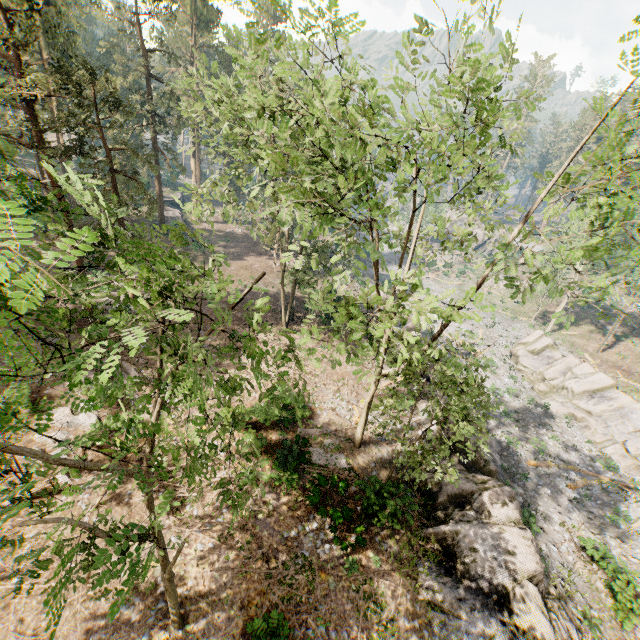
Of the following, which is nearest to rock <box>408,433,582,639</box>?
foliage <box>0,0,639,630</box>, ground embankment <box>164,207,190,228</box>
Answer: foliage <box>0,0,639,630</box>

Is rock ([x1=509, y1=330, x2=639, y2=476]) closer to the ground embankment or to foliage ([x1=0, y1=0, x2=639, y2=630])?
foliage ([x1=0, y1=0, x2=639, y2=630])

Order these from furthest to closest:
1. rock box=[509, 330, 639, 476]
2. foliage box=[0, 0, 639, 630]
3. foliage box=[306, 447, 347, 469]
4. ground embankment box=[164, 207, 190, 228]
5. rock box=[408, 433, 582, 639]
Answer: ground embankment box=[164, 207, 190, 228], rock box=[509, 330, 639, 476], foliage box=[306, 447, 347, 469], rock box=[408, 433, 582, 639], foliage box=[0, 0, 639, 630]

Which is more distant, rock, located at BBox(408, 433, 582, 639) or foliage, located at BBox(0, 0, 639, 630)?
rock, located at BBox(408, 433, 582, 639)

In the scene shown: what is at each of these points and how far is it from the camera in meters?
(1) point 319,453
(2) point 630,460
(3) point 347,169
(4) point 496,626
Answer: (1) foliage, 17.4
(2) rock, 25.6
(3) foliage, 12.5
(4) rock, 12.3

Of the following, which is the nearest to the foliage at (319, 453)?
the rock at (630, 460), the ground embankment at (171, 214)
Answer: the rock at (630, 460)

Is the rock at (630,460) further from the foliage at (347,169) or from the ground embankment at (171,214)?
the ground embankment at (171,214)
